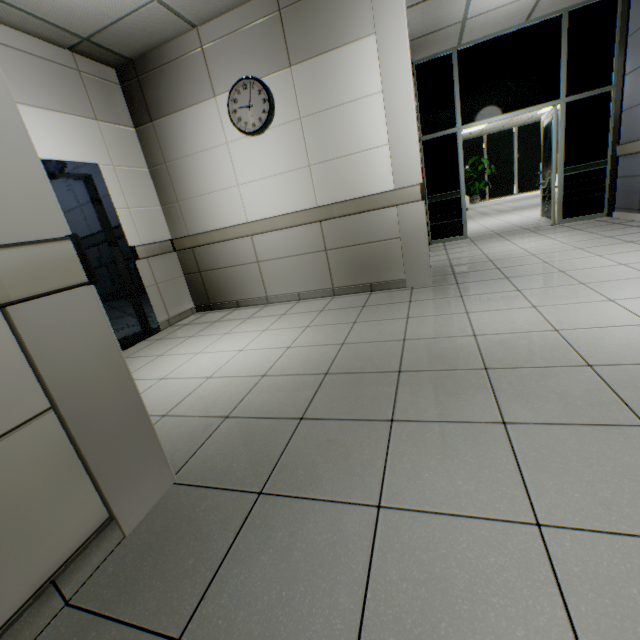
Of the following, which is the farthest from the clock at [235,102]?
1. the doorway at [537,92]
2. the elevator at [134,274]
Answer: the doorway at [537,92]

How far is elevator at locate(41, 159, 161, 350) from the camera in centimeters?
341cm

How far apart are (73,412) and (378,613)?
1.16m

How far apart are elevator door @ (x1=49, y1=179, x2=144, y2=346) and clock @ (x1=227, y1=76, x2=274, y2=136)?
1.8 meters

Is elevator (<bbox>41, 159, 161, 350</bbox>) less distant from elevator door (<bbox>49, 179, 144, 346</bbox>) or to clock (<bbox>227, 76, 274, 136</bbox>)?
elevator door (<bbox>49, 179, 144, 346</bbox>)

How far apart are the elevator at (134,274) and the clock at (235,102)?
1.6m

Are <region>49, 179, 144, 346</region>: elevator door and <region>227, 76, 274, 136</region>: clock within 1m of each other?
no

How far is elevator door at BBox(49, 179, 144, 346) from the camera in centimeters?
352cm
